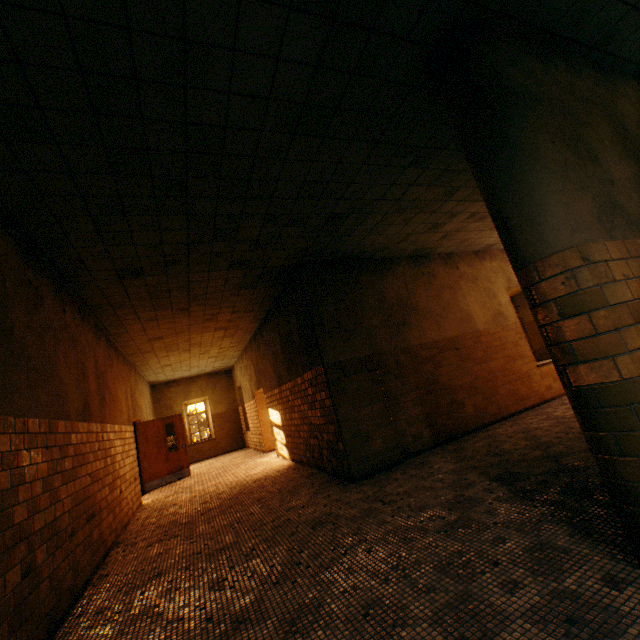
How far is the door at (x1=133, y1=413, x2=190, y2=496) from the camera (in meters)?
9.95

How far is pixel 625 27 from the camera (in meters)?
2.98

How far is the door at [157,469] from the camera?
10.0m
